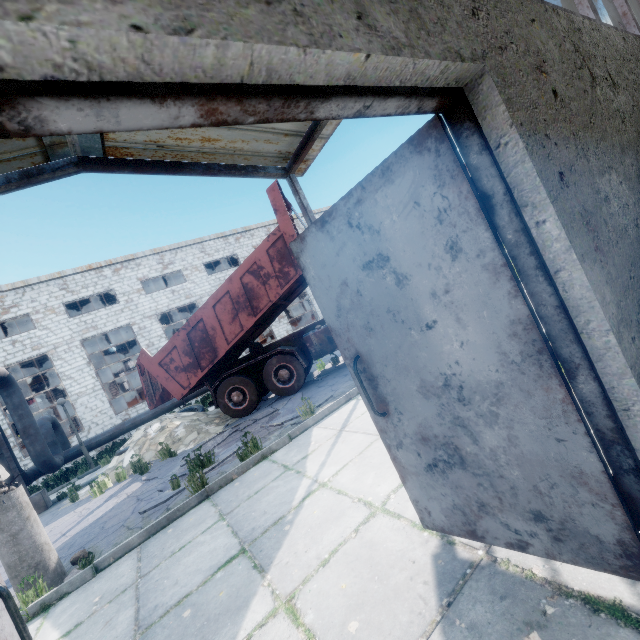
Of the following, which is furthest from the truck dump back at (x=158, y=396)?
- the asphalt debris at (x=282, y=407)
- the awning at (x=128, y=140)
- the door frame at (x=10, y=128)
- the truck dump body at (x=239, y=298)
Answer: the door frame at (x=10, y=128)

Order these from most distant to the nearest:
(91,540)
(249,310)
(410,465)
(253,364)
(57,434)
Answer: (57,434), (253,364), (249,310), (91,540), (410,465)

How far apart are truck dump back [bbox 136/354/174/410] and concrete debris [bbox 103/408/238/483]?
0.6m

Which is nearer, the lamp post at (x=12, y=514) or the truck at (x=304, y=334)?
the lamp post at (x=12, y=514)

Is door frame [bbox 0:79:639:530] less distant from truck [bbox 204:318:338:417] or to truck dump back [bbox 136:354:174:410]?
truck [bbox 204:318:338:417]

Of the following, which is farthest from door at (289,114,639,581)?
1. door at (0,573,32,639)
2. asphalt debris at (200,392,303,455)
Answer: asphalt debris at (200,392,303,455)

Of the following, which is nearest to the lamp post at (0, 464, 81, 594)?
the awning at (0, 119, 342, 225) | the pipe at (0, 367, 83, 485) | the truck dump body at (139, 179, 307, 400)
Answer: the pipe at (0, 367, 83, 485)

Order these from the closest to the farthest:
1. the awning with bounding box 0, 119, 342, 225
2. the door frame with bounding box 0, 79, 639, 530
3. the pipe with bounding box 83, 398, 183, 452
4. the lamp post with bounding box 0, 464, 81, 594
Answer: the door frame with bounding box 0, 79, 639, 530
the awning with bounding box 0, 119, 342, 225
the lamp post with bounding box 0, 464, 81, 594
the pipe with bounding box 83, 398, 183, 452
